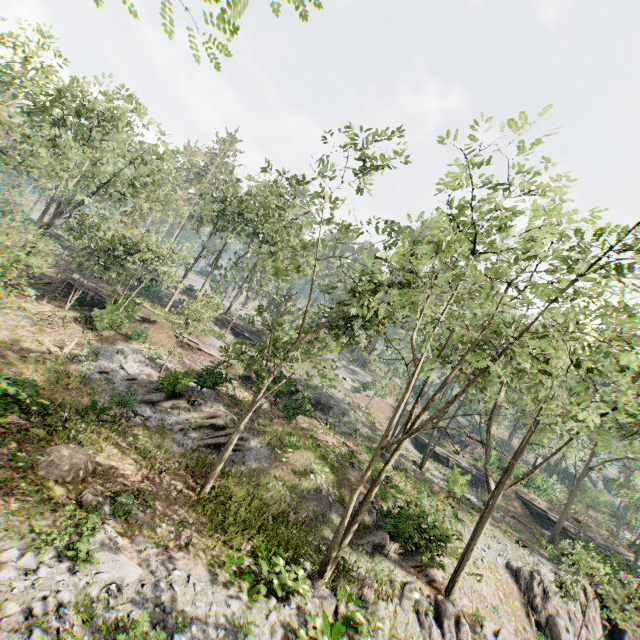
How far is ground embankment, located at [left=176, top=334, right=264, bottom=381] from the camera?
29.02m

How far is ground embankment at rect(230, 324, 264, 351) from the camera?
43.7 meters

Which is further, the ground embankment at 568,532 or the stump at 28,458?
the ground embankment at 568,532

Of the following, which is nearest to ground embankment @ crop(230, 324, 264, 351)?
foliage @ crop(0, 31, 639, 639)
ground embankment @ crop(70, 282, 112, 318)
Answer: foliage @ crop(0, 31, 639, 639)

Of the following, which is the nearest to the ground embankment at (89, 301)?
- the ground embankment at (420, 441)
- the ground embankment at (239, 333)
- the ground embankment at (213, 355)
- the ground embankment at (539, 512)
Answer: the ground embankment at (213, 355)

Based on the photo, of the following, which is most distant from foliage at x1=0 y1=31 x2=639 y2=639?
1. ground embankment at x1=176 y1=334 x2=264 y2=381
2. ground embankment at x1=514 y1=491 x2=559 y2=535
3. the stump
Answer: the stump

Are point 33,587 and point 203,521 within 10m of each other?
yes

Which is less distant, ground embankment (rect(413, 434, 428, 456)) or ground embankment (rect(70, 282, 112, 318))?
→ ground embankment (rect(70, 282, 112, 318))
